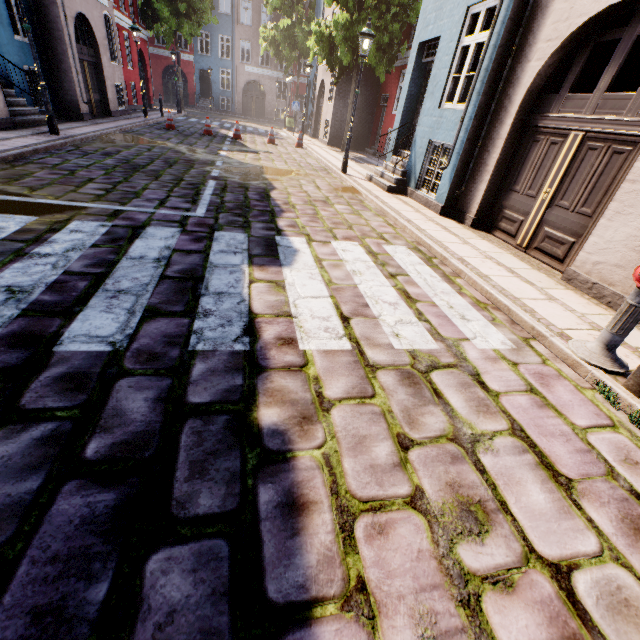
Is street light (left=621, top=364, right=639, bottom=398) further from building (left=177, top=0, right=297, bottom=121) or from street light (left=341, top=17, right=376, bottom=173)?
street light (left=341, top=17, right=376, bottom=173)

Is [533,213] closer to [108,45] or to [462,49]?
[462,49]

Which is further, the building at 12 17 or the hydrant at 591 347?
the building at 12 17

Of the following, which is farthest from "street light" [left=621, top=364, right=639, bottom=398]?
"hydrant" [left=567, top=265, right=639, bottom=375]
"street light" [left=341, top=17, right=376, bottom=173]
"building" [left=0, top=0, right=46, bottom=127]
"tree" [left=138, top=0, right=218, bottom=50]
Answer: "tree" [left=138, top=0, right=218, bottom=50]

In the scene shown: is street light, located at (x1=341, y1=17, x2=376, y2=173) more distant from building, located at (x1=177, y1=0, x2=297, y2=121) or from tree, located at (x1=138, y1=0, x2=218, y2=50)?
tree, located at (x1=138, y1=0, x2=218, y2=50)

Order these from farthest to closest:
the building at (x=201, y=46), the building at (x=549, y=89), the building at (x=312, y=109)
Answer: the building at (x=201, y=46)
the building at (x=312, y=109)
the building at (x=549, y=89)

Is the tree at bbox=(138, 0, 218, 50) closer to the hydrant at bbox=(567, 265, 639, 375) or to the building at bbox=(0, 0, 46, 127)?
the building at bbox=(0, 0, 46, 127)

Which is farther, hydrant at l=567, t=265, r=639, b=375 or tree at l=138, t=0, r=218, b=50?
tree at l=138, t=0, r=218, b=50
